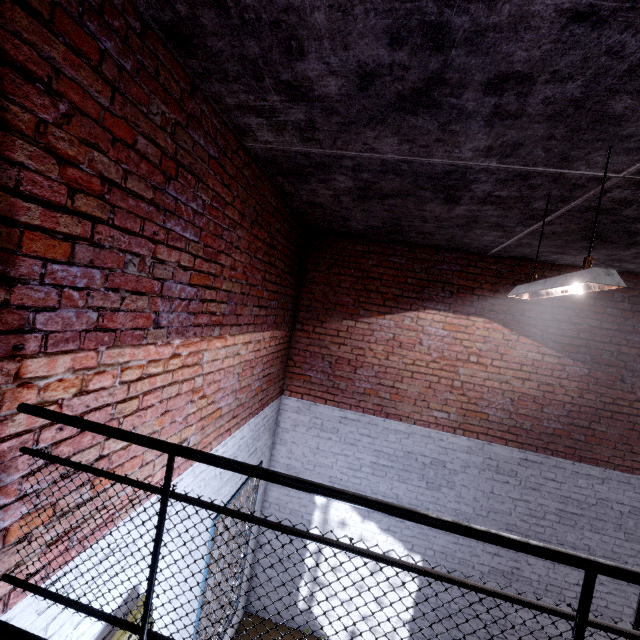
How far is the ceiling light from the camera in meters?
1.9

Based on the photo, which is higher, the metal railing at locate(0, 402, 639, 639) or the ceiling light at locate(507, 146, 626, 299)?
the ceiling light at locate(507, 146, 626, 299)

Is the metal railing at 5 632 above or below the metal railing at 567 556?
below

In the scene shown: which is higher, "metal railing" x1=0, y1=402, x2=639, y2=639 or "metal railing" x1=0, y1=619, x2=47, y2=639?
"metal railing" x1=0, y1=402, x2=639, y2=639

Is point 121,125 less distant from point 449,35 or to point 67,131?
point 67,131

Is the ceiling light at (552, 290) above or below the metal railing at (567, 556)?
above

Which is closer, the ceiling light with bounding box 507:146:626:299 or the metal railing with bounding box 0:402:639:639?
the metal railing with bounding box 0:402:639:639
